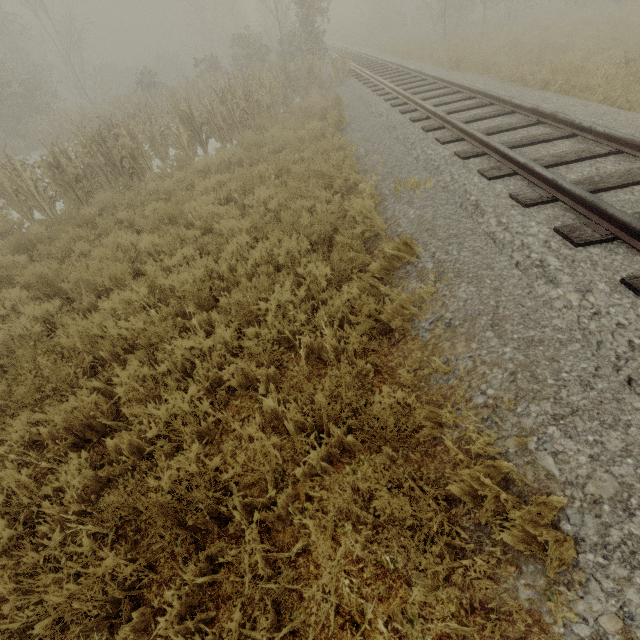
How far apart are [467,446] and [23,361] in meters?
5.0 m

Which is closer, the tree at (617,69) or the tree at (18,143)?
the tree at (617,69)

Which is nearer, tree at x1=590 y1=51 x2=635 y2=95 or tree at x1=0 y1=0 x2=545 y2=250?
tree at x1=590 y1=51 x2=635 y2=95
